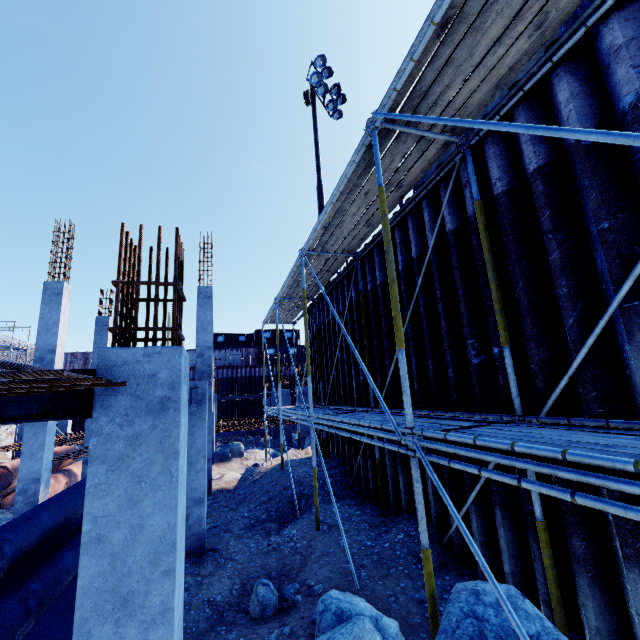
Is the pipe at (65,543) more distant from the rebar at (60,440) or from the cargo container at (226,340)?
the cargo container at (226,340)

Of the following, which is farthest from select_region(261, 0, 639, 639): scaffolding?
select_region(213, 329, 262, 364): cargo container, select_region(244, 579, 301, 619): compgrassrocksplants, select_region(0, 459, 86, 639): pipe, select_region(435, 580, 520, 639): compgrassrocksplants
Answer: select_region(213, 329, 262, 364): cargo container

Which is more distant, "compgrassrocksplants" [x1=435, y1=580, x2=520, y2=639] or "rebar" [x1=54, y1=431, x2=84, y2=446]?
"rebar" [x1=54, y1=431, x2=84, y2=446]

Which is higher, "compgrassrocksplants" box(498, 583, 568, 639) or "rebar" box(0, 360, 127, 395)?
"rebar" box(0, 360, 127, 395)

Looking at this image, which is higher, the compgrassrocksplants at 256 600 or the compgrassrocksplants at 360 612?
the compgrassrocksplants at 360 612

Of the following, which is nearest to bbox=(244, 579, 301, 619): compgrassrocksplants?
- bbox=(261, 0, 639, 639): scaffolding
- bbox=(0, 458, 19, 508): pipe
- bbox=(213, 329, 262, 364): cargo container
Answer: bbox=(261, 0, 639, 639): scaffolding

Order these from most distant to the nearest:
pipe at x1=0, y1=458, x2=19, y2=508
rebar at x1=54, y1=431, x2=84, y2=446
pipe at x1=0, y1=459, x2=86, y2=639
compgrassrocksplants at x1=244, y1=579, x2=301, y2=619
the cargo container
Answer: the cargo container
rebar at x1=54, y1=431, x2=84, y2=446
pipe at x1=0, y1=458, x2=19, y2=508
compgrassrocksplants at x1=244, y1=579, x2=301, y2=619
pipe at x1=0, y1=459, x2=86, y2=639

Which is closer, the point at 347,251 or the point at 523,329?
the point at 523,329
